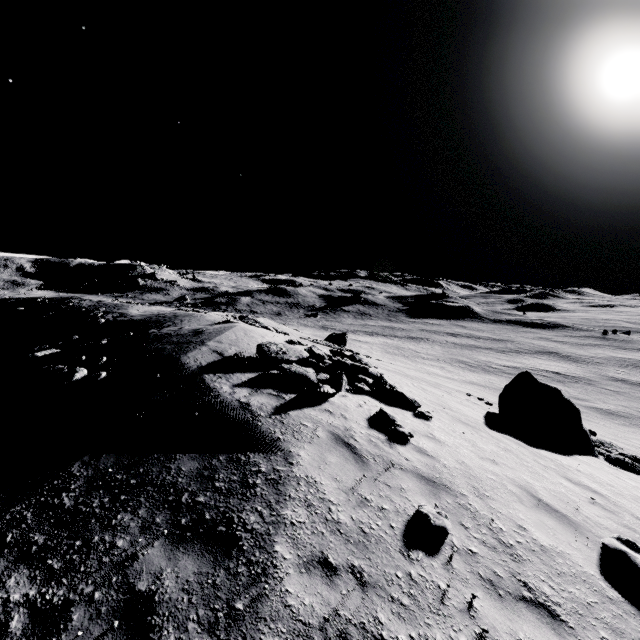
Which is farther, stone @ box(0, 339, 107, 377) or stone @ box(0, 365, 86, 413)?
stone @ box(0, 339, 107, 377)

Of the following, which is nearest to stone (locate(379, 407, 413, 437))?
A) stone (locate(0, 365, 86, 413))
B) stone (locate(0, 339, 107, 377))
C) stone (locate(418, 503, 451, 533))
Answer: stone (locate(418, 503, 451, 533))

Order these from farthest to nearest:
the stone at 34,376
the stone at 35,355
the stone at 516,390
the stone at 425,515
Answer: the stone at 35,355, the stone at 516,390, the stone at 34,376, the stone at 425,515

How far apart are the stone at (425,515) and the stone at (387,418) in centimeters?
245cm

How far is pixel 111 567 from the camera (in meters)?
3.77

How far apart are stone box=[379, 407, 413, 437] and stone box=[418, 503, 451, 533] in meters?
2.5

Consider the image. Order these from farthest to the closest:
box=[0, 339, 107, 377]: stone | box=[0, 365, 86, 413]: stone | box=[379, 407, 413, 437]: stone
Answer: box=[0, 339, 107, 377]: stone
box=[0, 365, 86, 413]: stone
box=[379, 407, 413, 437]: stone

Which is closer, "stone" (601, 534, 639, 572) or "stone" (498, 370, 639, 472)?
"stone" (601, 534, 639, 572)
